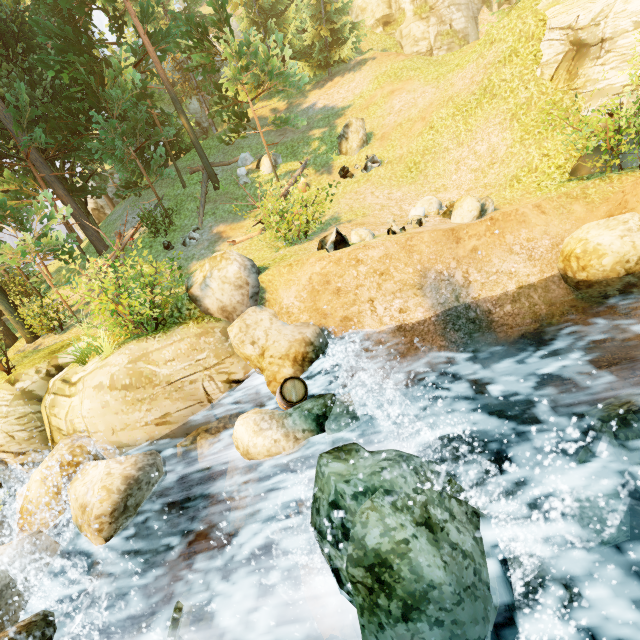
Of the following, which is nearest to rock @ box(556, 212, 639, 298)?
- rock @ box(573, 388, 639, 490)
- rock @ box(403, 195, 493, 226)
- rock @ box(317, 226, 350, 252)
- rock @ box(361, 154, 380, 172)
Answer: rock @ box(573, 388, 639, 490)

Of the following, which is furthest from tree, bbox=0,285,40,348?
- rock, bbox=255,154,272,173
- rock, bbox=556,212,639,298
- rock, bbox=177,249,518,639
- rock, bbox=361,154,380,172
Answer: rock, bbox=556,212,639,298

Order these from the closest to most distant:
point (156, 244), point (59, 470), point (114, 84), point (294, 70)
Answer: point (59, 470)
point (114, 84)
point (294, 70)
point (156, 244)

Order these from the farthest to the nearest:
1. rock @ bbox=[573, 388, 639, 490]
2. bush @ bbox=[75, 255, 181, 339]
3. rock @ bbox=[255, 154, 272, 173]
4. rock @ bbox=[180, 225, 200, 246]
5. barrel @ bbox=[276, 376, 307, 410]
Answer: rock @ bbox=[255, 154, 272, 173] → rock @ bbox=[180, 225, 200, 246] → bush @ bbox=[75, 255, 181, 339] → barrel @ bbox=[276, 376, 307, 410] → rock @ bbox=[573, 388, 639, 490]

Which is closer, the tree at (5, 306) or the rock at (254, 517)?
the rock at (254, 517)

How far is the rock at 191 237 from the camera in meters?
15.9 m

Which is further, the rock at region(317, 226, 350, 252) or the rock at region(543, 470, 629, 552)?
the rock at region(317, 226, 350, 252)

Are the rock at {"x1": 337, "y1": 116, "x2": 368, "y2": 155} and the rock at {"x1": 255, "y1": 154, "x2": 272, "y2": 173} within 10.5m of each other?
yes
